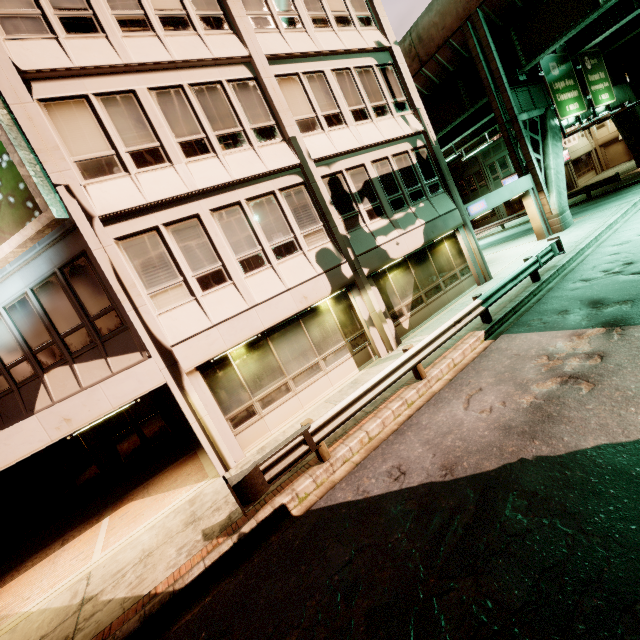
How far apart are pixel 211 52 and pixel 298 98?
3.08m

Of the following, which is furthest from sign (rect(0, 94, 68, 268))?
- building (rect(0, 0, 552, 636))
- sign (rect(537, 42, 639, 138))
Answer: sign (rect(537, 42, 639, 138))

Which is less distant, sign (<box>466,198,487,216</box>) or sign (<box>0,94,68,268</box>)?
sign (<box>0,94,68,268</box>)

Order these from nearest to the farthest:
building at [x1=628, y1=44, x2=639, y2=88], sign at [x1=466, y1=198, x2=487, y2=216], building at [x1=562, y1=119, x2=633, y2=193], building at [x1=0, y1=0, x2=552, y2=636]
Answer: building at [x1=0, y1=0, x2=552, y2=636]
sign at [x1=466, y1=198, x2=487, y2=216]
building at [x1=628, y1=44, x2=639, y2=88]
building at [x1=562, y1=119, x2=633, y2=193]

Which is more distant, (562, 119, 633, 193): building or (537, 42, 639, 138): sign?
(562, 119, 633, 193): building

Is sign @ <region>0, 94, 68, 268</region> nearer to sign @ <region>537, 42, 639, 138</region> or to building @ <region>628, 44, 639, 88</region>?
sign @ <region>537, 42, 639, 138</region>

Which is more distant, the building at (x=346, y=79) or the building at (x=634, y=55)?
the building at (x=634, y=55)

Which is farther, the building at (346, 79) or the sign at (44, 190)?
the building at (346, 79)
